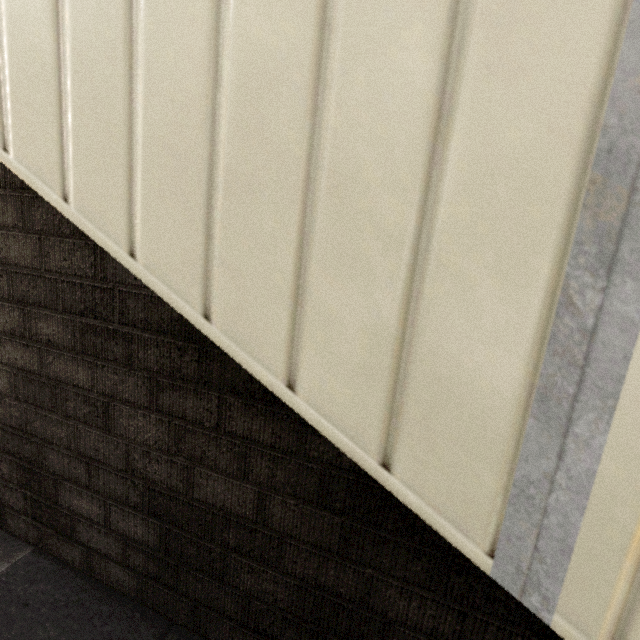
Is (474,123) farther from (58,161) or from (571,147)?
(58,161)
